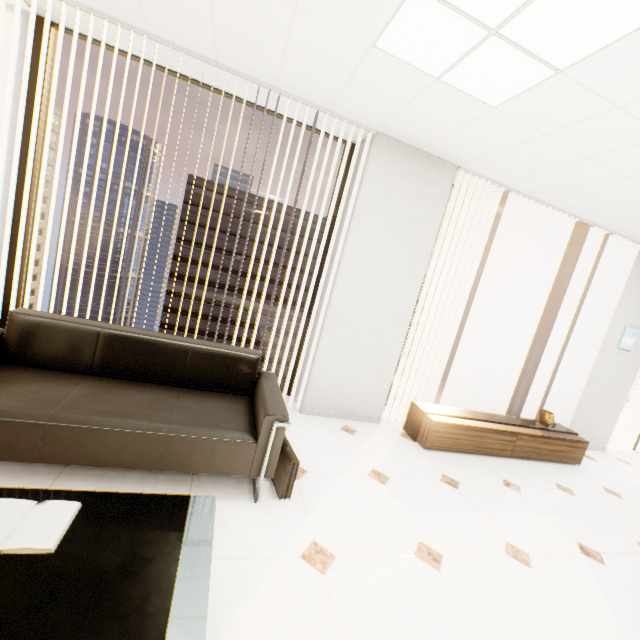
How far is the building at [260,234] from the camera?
54.4m

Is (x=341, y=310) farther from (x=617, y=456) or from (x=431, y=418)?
(x=617, y=456)

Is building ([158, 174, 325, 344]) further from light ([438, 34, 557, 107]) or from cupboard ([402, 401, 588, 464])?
light ([438, 34, 557, 107])

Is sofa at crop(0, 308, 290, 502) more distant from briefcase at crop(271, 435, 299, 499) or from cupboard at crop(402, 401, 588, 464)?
cupboard at crop(402, 401, 588, 464)

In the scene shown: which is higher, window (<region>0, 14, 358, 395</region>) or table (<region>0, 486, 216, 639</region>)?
window (<region>0, 14, 358, 395</region>)

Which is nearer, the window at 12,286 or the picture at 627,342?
the window at 12,286

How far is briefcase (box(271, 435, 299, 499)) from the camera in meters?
2.2 m

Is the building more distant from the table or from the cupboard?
the table
